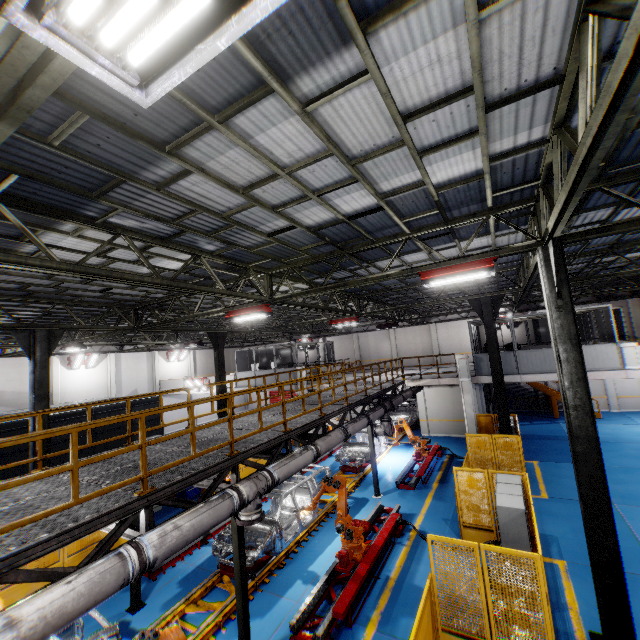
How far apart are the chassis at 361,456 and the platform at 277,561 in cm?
1

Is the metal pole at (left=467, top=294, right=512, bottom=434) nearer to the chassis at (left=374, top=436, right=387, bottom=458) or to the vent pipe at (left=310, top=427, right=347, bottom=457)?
the vent pipe at (left=310, top=427, right=347, bottom=457)

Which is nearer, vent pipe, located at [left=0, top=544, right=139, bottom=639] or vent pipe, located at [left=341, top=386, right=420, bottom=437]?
vent pipe, located at [left=0, top=544, right=139, bottom=639]

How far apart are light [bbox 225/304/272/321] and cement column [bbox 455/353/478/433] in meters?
11.4 m

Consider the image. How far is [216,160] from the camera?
4.74m

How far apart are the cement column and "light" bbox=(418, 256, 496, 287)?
10.5m

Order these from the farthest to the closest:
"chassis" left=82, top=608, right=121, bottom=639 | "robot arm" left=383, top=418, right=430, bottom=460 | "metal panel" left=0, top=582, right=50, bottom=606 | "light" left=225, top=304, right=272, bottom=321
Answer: "robot arm" left=383, top=418, right=430, bottom=460
"light" left=225, top=304, right=272, bottom=321
"metal panel" left=0, top=582, right=50, bottom=606
"chassis" left=82, top=608, right=121, bottom=639

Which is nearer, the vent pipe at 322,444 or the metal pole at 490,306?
the vent pipe at 322,444
